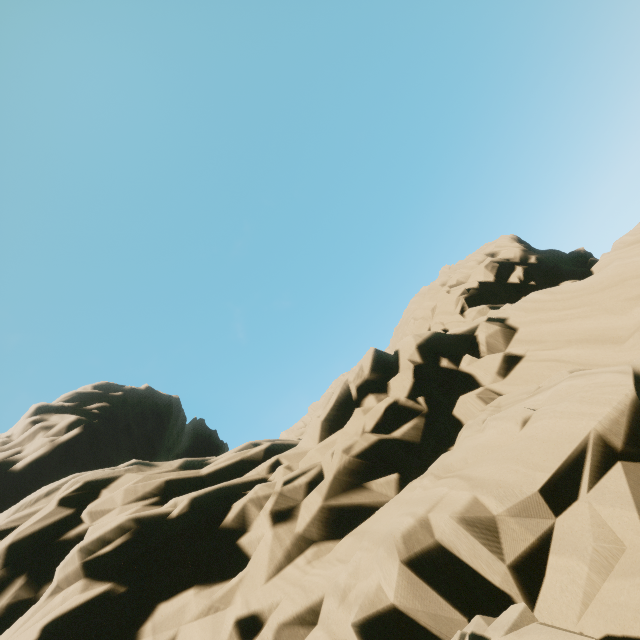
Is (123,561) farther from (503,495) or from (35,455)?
(35,455)
